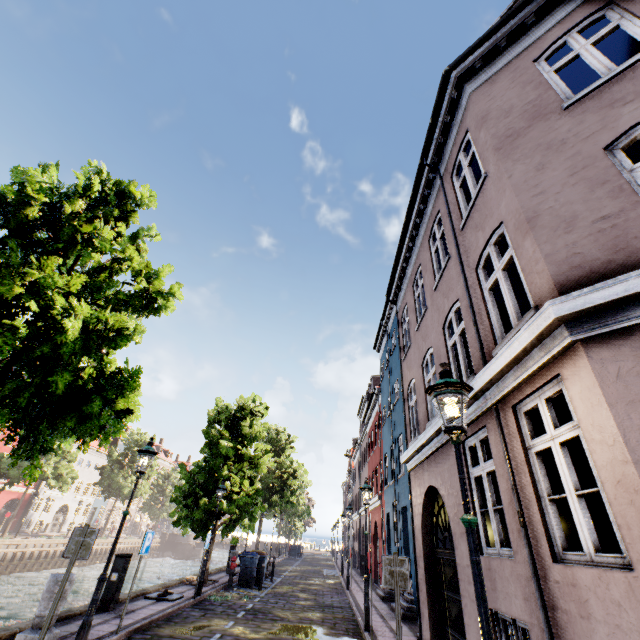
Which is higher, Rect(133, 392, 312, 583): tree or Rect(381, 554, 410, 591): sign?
Rect(133, 392, 312, 583): tree

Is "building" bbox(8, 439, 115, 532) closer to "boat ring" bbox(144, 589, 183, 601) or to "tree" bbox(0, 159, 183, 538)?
"tree" bbox(0, 159, 183, 538)

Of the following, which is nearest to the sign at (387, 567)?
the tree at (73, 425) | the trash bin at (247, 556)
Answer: the tree at (73, 425)

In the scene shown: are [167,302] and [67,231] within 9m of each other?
yes

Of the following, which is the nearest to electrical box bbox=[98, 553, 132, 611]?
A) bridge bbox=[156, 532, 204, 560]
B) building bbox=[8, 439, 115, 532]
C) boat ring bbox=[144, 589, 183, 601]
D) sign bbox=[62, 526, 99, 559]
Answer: boat ring bbox=[144, 589, 183, 601]

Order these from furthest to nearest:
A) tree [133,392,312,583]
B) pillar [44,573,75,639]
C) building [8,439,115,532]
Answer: building [8,439,115,532] → tree [133,392,312,583] → pillar [44,573,75,639]

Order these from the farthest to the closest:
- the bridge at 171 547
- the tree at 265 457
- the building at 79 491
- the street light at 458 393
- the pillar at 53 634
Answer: the bridge at 171 547 → the building at 79 491 → the tree at 265 457 → the pillar at 53 634 → the street light at 458 393

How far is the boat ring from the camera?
10.6m
